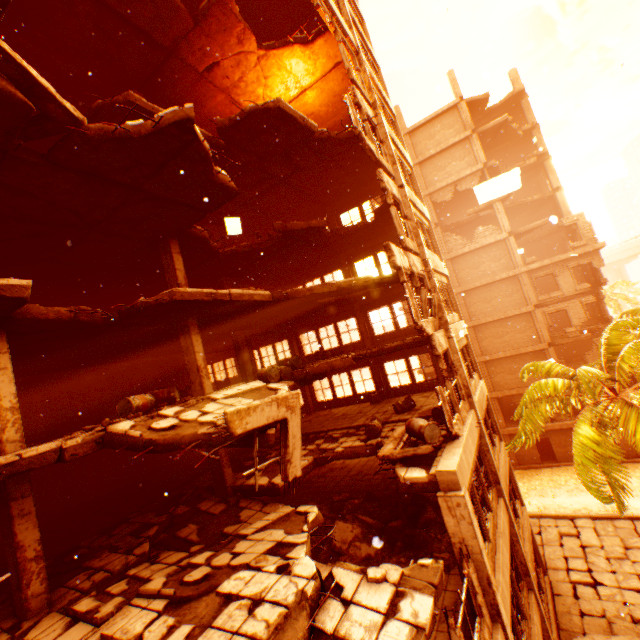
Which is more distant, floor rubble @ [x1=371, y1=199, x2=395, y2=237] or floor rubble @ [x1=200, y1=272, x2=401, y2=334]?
floor rubble @ [x1=371, y1=199, x2=395, y2=237]

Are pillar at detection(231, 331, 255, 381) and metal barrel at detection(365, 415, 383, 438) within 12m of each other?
yes

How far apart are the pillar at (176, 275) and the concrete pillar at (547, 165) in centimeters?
3197cm

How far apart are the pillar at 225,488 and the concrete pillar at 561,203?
32.5 meters

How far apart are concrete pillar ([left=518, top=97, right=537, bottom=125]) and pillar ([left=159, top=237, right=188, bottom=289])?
33.3m

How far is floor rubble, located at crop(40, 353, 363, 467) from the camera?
5.81m

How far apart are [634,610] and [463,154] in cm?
2976
